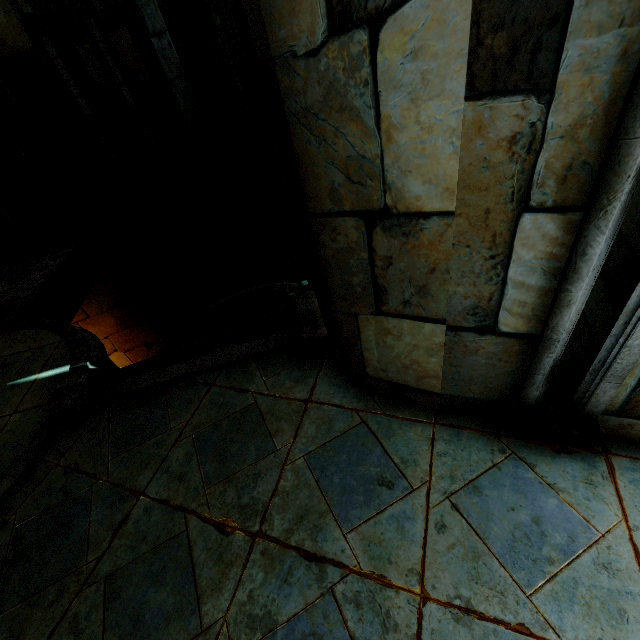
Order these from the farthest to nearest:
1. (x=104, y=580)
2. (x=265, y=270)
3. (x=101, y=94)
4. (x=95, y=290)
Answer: (x=95, y=290) → (x=265, y=270) → (x=101, y=94) → (x=104, y=580)
